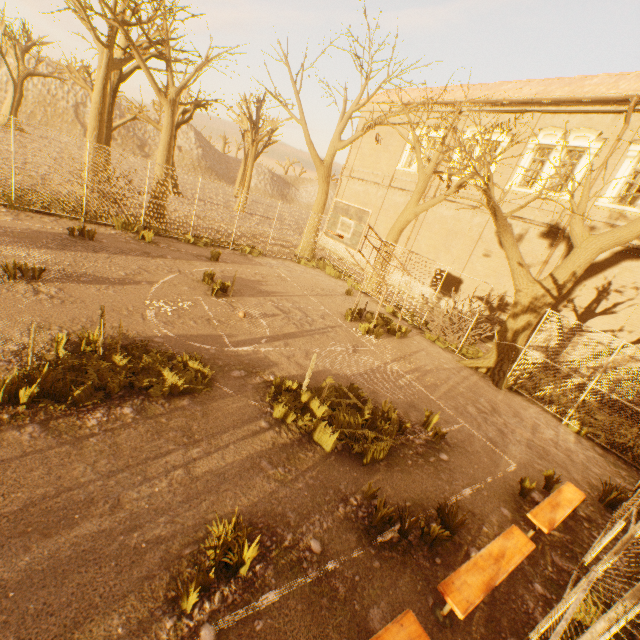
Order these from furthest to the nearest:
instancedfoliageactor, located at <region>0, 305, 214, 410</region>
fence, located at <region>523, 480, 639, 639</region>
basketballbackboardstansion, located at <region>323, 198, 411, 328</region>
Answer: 1. basketballbackboardstansion, located at <region>323, 198, 411, 328</region>
2. instancedfoliageactor, located at <region>0, 305, 214, 410</region>
3. fence, located at <region>523, 480, 639, 639</region>

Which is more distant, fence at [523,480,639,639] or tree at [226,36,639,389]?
tree at [226,36,639,389]

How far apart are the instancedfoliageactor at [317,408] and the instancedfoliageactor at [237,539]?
2.2m

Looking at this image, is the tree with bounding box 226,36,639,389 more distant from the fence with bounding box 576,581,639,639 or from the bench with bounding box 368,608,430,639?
the bench with bounding box 368,608,430,639

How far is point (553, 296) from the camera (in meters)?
10.13

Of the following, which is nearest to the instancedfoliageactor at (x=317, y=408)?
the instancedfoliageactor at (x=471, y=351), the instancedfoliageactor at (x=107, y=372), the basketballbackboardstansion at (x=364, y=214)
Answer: the instancedfoliageactor at (x=107, y=372)

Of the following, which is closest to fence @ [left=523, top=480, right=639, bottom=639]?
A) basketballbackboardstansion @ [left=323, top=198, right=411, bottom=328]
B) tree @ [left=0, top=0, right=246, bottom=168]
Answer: tree @ [left=0, top=0, right=246, bottom=168]

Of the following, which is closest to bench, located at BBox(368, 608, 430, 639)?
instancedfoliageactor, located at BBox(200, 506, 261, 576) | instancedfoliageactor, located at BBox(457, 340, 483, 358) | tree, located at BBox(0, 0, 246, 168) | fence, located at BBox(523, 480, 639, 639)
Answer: fence, located at BBox(523, 480, 639, 639)
